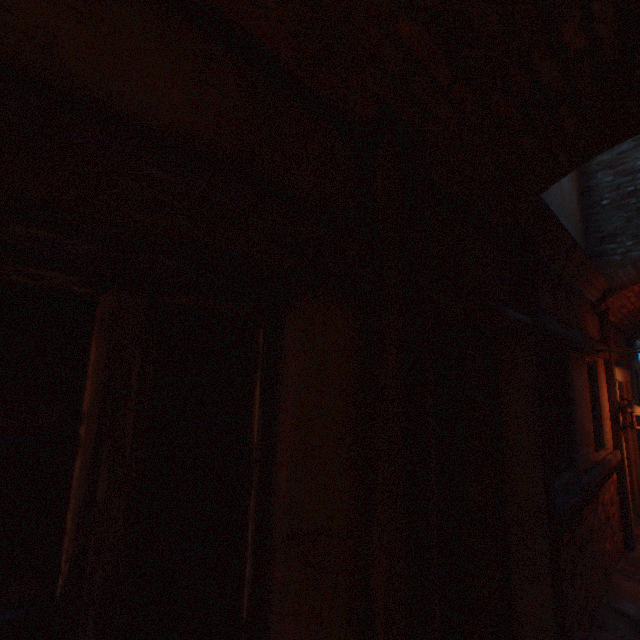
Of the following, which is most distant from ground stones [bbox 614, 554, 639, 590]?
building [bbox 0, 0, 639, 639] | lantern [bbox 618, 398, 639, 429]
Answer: lantern [bbox 618, 398, 639, 429]

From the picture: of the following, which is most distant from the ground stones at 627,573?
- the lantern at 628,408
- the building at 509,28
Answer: the lantern at 628,408

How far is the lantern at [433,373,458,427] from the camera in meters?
2.9

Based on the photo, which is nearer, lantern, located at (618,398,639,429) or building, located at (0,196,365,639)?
building, located at (0,196,365,639)

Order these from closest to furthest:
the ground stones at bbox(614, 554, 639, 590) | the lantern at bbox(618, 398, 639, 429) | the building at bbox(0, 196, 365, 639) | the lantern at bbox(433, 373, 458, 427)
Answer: the building at bbox(0, 196, 365, 639) → the lantern at bbox(433, 373, 458, 427) → the ground stones at bbox(614, 554, 639, 590) → the lantern at bbox(618, 398, 639, 429)

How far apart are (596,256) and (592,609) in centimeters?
481cm

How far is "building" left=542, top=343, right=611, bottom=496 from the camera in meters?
3.3 m
